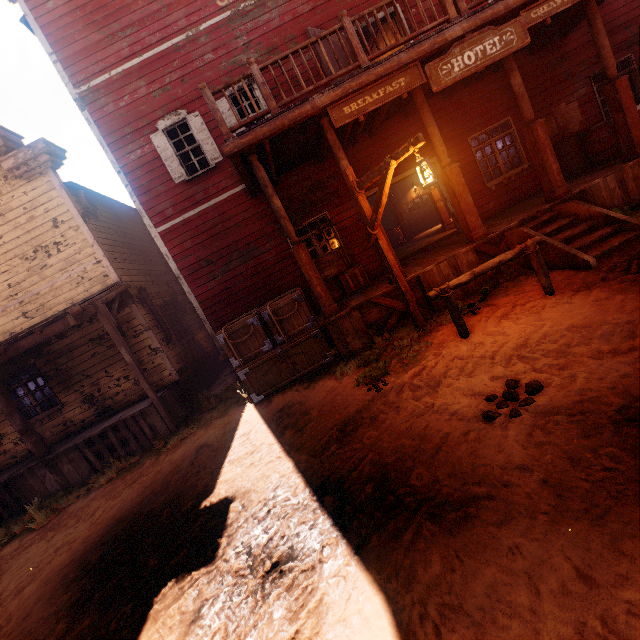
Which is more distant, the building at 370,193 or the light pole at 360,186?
the building at 370,193

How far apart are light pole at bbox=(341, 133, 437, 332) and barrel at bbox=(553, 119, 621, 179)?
7.0 meters

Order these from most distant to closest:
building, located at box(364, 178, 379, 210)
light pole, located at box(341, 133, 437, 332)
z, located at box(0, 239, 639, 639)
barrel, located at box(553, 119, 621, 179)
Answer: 1. building, located at box(364, 178, 379, 210)
2. barrel, located at box(553, 119, 621, 179)
3. light pole, located at box(341, 133, 437, 332)
4. z, located at box(0, 239, 639, 639)

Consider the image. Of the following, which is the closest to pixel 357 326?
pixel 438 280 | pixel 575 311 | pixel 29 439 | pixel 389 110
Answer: pixel 438 280

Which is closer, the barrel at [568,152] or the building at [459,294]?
the building at [459,294]

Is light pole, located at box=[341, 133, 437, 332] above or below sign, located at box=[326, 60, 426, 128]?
below

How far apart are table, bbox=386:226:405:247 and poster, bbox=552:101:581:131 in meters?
9.2

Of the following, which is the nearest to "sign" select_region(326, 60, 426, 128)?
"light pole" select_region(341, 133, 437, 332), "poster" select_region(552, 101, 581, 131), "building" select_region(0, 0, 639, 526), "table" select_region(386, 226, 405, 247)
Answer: "building" select_region(0, 0, 639, 526)
